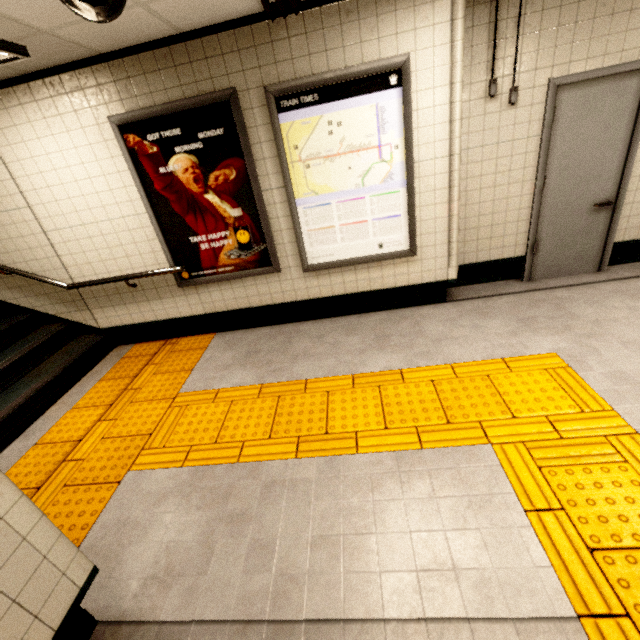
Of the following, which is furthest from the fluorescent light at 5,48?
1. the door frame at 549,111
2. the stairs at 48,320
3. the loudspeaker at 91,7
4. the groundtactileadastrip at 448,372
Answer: the door frame at 549,111

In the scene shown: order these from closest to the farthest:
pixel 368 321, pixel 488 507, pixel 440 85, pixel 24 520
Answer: pixel 24 520 < pixel 488 507 < pixel 440 85 < pixel 368 321

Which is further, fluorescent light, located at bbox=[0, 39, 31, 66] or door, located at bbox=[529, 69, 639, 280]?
door, located at bbox=[529, 69, 639, 280]

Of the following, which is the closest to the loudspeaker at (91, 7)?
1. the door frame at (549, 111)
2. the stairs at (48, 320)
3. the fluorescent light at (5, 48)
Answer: the fluorescent light at (5, 48)

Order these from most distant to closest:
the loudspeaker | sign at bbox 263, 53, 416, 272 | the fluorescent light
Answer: sign at bbox 263, 53, 416, 272, the fluorescent light, the loudspeaker

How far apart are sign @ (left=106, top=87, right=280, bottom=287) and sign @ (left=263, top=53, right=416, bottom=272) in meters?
0.2

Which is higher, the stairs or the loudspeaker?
the loudspeaker

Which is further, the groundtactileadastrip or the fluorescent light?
the fluorescent light
